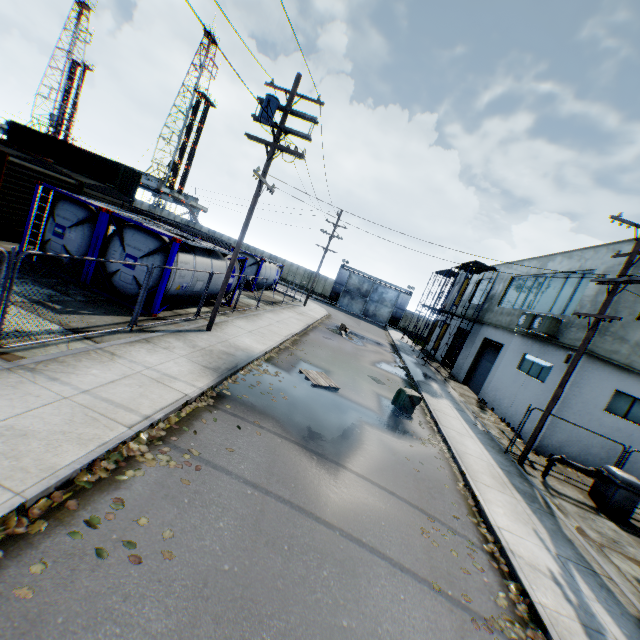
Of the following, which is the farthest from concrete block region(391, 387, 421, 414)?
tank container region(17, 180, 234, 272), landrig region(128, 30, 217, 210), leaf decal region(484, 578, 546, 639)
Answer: landrig region(128, 30, 217, 210)

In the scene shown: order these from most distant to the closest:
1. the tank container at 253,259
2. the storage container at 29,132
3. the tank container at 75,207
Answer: the storage container at 29,132, the tank container at 253,259, the tank container at 75,207

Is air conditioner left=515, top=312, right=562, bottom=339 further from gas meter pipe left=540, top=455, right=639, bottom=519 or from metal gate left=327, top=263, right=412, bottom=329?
metal gate left=327, top=263, right=412, bottom=329

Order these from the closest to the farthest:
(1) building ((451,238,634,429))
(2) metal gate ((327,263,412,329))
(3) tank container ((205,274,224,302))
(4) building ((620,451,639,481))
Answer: (4) building ((620,451,639,481))
(1) building ((451,238,634,429))
(3) tank container ((205,274,224,302))
(2) metal gate ((327,263,412,329))

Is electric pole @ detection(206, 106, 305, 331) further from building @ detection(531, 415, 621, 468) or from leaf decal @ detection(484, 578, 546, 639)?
building @ detection(531, 415, 621, 468)

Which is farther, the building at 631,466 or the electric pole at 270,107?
the building at 631,466

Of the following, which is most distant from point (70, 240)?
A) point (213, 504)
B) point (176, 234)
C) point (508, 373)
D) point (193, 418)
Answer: point (508, 373)

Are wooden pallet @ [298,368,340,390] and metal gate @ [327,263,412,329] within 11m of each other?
no
